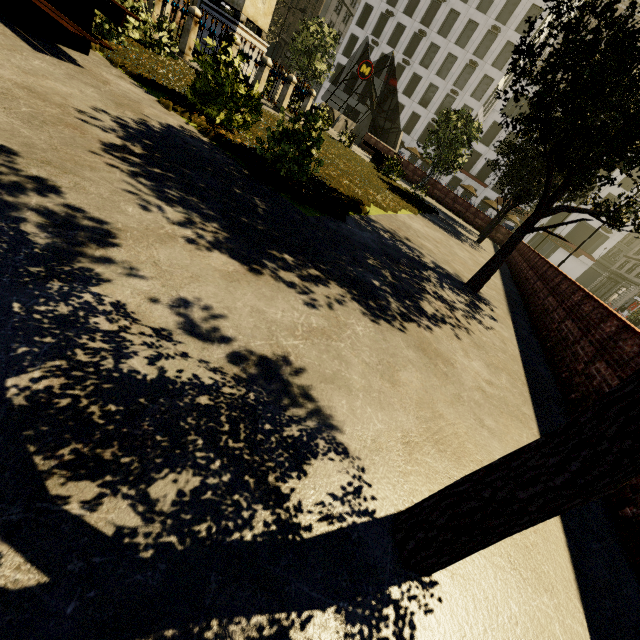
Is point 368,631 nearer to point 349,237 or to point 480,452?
point 480,452

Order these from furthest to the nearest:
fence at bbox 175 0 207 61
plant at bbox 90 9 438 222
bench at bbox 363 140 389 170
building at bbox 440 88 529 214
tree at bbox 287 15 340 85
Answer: building at bbox 440 88 529 214, tree at bbox 287 15 340 85, bench at bbox 363 140 389 170, fence at bbox 175 0 207 61, plant at bbox 90 9 438 222

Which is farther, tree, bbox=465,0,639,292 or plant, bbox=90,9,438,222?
plant, bbox=90,9,438,222

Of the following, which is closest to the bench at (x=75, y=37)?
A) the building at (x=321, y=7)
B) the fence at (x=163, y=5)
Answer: the fence at (x=163, y=5)

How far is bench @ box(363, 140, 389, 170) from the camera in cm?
1814

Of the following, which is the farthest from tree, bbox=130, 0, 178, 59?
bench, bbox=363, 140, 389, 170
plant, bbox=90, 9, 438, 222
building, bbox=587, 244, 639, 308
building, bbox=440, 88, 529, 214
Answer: building, bbox=440, 88, 529, 214

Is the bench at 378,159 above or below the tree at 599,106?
below

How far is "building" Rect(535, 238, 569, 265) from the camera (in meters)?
47.22
